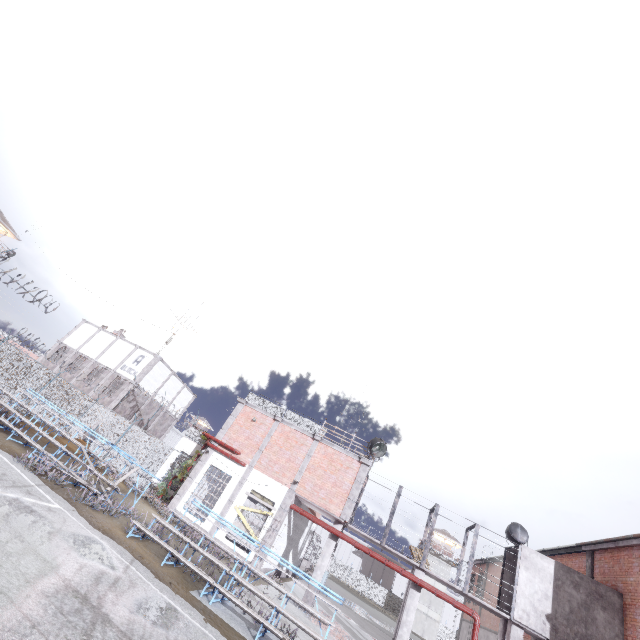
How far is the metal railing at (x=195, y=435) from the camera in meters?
26.3 m

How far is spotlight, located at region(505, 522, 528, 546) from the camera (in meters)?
17.14

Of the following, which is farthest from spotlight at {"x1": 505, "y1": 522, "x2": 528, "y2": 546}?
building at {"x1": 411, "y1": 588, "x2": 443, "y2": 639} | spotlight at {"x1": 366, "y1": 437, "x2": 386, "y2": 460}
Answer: building at {"x1": 411, "y1": 588, "x2": 443, "y2": 639}

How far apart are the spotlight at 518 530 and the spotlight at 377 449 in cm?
763

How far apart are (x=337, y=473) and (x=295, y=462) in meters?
2.5 m

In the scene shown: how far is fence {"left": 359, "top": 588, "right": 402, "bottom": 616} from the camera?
58.0 meters

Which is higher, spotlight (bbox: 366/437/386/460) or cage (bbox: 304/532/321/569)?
spotlight (bbox: 366/437/386/460)

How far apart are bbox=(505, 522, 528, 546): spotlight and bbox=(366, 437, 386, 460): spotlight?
7.63m
